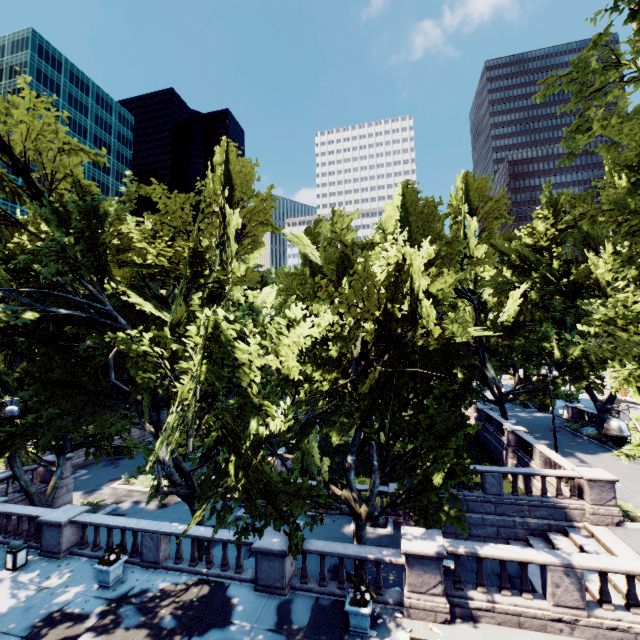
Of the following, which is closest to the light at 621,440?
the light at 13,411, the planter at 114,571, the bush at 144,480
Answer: the planter at 114,571

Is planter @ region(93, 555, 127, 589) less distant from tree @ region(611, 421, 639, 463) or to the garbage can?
tree @ region(611, 421, 639, 463)

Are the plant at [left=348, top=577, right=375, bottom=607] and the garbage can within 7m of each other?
no

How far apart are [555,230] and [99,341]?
39.1 meters

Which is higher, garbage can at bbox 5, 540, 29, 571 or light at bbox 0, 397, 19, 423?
light at bbox 0, 397, 19, 423

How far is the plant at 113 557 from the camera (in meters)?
12.35

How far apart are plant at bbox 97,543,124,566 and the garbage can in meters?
4.3 m

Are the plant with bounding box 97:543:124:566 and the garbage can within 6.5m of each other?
yes
